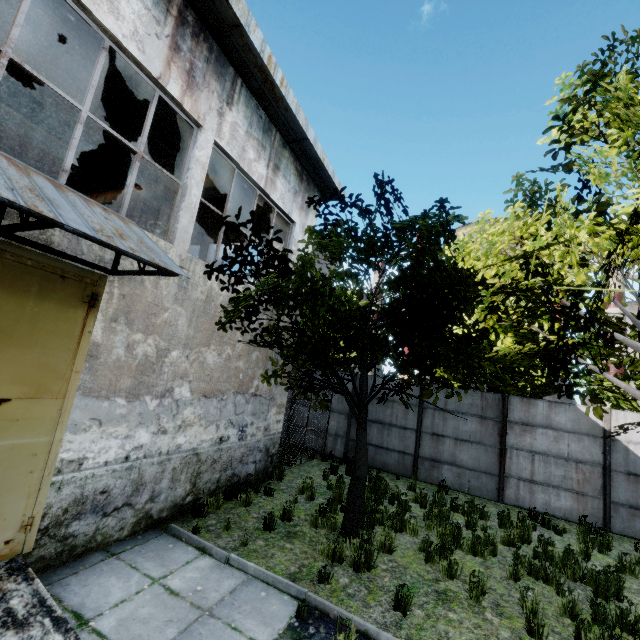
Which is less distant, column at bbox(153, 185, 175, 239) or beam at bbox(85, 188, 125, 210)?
column at bbox(153, 185, 175, 239)

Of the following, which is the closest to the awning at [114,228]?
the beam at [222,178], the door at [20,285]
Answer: the door at [20,285]

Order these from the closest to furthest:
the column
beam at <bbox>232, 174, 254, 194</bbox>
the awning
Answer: the awning < beam at <bbox>232, 174, 254, 194</bbox> < the column

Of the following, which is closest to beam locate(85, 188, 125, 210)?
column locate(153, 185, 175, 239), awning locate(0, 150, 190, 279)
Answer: column locate(153, 185, 175, 239)

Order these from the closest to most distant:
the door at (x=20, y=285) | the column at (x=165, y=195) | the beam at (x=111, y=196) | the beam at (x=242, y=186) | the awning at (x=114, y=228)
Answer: the awning at (x=114, y=228) → the door at (x=20, y=285) → the beam at (x=242, y=186) → the column at (x=165, y=195) → the beam at (x=111, y=196)

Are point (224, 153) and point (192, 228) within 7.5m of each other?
yes

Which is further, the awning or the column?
the column

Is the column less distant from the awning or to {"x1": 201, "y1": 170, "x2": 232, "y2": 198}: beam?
{"x1": 201, "y1": 170, "x2": 232, "y2": 198}: beam
